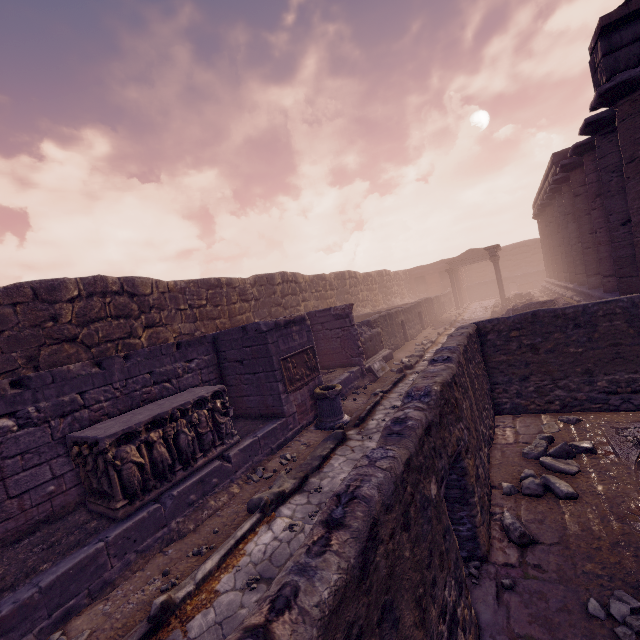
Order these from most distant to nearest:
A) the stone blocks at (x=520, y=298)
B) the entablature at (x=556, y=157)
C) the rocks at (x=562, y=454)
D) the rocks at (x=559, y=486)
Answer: Result: the stone blocks at (x=520, y=298) → the entablature at (x=556, y=157) → the rocks at (x=562, y=454) → the rocks at (x=559, y=486)

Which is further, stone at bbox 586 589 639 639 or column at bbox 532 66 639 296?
column at bbox 532 66 639 296

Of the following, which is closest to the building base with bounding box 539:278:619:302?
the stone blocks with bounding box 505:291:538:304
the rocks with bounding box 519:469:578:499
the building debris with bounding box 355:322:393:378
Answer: the stone blocks with bounding box 505:291:538:304

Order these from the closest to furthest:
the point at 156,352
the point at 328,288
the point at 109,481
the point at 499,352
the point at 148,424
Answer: the point at 109,481, the point at 148,424, the point at 499,352, the point at 156,352, the point at 328,288

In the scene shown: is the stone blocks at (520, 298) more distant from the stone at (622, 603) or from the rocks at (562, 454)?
the stone at (622, 603)

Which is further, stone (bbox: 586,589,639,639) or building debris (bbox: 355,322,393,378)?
building debris (bbox: 355,322,393,378)

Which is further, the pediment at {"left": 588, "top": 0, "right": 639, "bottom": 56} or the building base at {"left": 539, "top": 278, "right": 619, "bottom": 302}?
the building base at {"left": 539, "top": 278, "right": 619, "bottom": 302}

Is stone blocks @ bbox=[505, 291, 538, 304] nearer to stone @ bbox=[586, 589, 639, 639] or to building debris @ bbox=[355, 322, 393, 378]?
building debris @ bbox=[355, 322, 393, 378]
